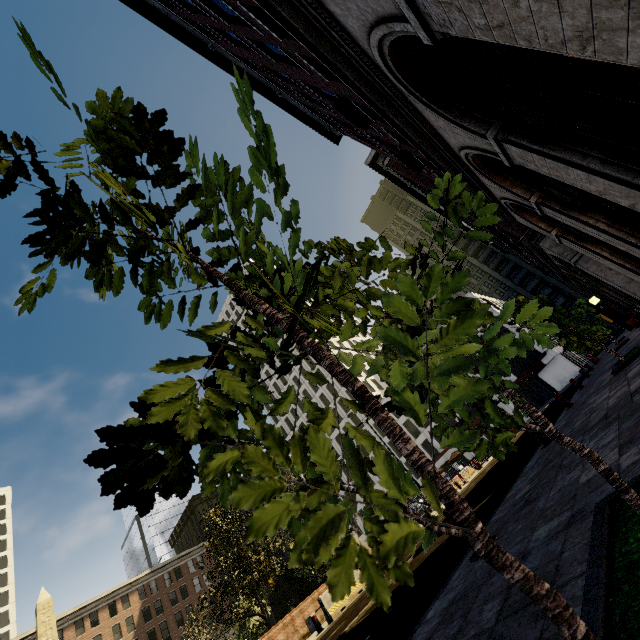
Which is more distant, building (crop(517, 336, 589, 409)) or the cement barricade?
building (crop(517, 336, 589, 409))

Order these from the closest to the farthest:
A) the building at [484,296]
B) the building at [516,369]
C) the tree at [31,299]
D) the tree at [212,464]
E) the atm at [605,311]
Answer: the tree at [212,464]
the tree at [31,299]
the atm at [605,311]
the building at [516,369]
the building at [484,296]

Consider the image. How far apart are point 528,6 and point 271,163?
3.29m

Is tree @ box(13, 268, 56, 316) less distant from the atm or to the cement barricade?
the cement barricade

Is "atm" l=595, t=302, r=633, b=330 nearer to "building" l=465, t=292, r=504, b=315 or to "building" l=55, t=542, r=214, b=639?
"building" l=465, t=292, r=504, b=315

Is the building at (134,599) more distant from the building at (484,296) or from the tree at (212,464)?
the building at (484,296)

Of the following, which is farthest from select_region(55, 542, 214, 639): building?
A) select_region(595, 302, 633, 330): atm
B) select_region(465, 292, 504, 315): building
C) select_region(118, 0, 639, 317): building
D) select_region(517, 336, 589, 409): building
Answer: select_region(595, 302, 633, 330): atm

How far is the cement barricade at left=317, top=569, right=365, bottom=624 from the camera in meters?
12.2 m
